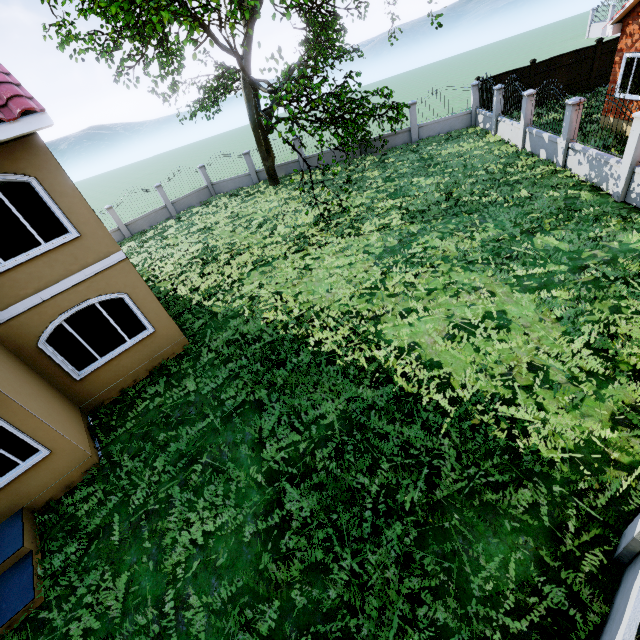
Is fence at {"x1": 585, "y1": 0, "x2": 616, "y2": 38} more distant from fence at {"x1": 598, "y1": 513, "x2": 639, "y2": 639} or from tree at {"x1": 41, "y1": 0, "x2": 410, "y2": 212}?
tree at {"x1": 41, "y1": 0, "x2": 410, "y2": 212}

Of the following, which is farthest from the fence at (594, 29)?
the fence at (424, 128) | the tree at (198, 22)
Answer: the tree at (198, 22)

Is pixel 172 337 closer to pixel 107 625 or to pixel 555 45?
pixel 107 625

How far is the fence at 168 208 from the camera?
21.8 meters

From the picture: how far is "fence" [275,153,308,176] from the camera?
22.64m

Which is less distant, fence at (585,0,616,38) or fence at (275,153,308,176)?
fence at (275,153,308,176)

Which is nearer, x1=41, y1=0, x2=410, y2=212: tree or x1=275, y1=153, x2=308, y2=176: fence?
x1=41, y1=0, x2=410, y2=212: tree

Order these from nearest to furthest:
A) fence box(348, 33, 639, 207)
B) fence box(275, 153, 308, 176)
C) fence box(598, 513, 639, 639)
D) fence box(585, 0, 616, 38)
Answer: fence box(598, 513, 639, 639), fence box(348, 33, 639, 207), fence box(275, 153, 308, 176), fence box(585, 0, 616, 38)
